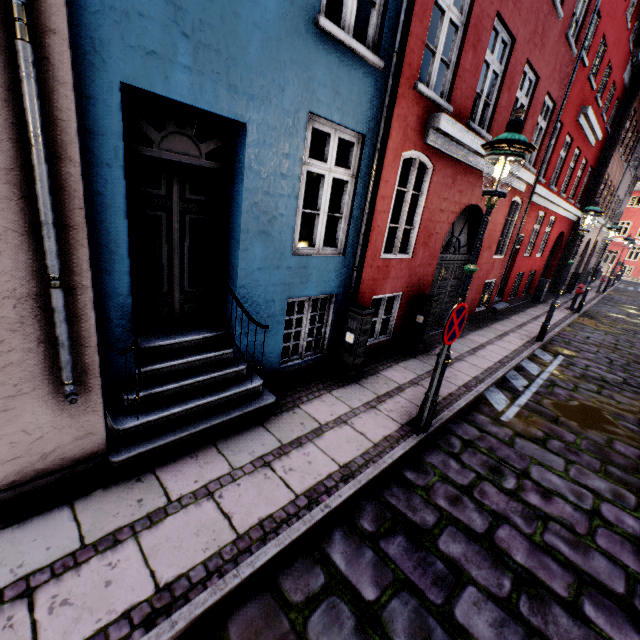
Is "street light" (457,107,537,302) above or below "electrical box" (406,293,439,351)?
above

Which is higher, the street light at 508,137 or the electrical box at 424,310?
the street light at 508,137

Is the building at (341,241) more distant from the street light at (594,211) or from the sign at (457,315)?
the sign at (457,315)

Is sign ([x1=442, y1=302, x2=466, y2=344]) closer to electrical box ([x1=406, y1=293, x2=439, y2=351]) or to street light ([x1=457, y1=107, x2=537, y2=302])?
street light ([x1=457, y1=107, x2=537, y2=302])

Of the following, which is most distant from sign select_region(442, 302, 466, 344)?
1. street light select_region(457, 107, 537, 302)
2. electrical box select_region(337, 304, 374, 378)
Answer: electrical box select_region(337, 304, 374, 378)

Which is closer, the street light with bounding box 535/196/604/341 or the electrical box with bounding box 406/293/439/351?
the electrical box with bounding box 406/293/439/351

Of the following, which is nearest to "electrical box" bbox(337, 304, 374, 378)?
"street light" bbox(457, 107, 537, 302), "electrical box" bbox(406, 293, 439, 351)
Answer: "street light" bbox(457, 107, 537, 302)

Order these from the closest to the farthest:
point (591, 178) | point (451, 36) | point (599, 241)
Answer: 1. point (451, 36)
2. point (591, 178)
3. point (599, 241)
